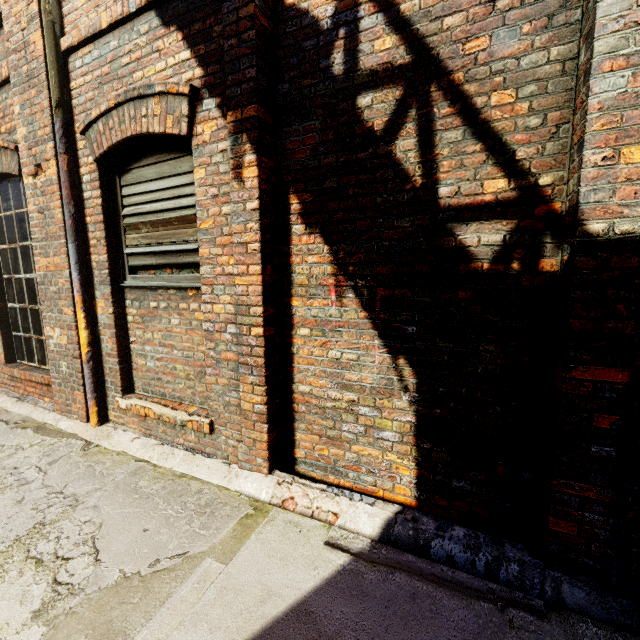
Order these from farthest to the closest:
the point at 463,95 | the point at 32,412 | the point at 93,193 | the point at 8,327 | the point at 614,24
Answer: the point at 8,327 → the point at 32,412 → the point at 93,193 → the point at 463,95 → the point at 614,24
